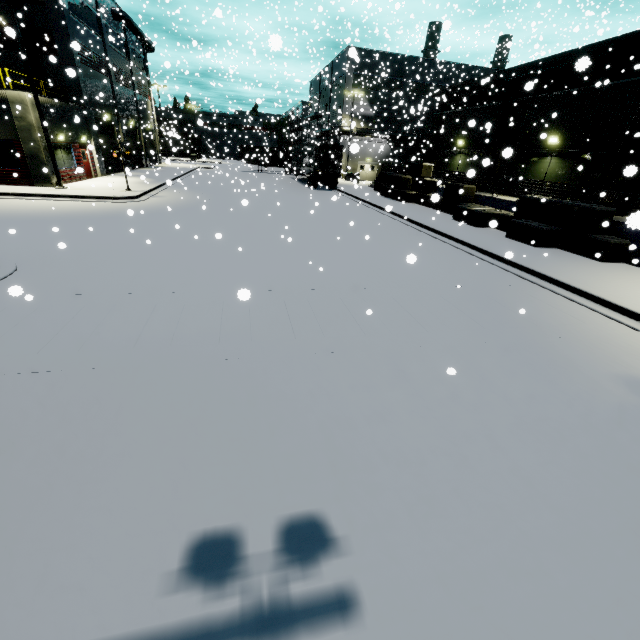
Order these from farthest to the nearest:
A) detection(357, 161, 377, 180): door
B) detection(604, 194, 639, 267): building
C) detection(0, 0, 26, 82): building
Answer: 1. detection(357, 161, 377, 180): door
2. detection(0, 0, 26, 82): building
3. detection(604, 194, 639, 267): building

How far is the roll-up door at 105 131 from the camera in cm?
2802

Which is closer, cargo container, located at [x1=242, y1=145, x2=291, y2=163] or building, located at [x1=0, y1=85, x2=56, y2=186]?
building, located at [x1=0, y1=85, x2=56, y2=186]

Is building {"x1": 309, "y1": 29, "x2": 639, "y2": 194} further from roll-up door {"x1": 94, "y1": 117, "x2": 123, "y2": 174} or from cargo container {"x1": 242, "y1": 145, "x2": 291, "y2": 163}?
cargo container {"x1": 242, "y1": 145, "x2": 291, "y2": 163}

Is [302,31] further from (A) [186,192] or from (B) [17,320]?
(B) [17,320]

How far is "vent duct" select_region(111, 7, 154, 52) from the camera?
31.2m

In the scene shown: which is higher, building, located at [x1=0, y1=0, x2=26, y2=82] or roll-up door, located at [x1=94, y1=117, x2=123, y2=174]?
building, located at [x1=0, y1=0, x2=26, y2=82]

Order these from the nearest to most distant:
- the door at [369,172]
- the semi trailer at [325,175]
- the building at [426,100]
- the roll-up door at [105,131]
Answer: the building at [426,100] < the roll-up door at [105,131] < the semi trailer at [325,175] < the door at [369,172]
